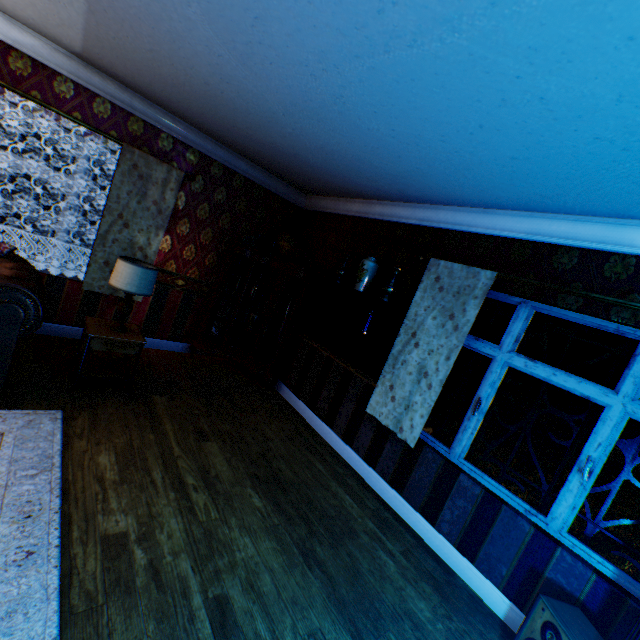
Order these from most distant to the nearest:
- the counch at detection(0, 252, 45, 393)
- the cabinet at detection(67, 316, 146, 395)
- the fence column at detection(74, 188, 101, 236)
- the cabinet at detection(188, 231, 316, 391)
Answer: the fence column at detection(74, 188, 101, 236), the cabinet at detection(188, 231, 316, 391), the cabinet at detection(67, 316, 146, 395), the counch at detection(0, 252, 45, 393)

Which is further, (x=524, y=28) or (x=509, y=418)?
(x=509, y=418)

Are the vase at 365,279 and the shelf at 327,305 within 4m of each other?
yes

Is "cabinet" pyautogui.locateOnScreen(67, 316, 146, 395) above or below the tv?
below

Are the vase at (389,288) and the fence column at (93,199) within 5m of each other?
no

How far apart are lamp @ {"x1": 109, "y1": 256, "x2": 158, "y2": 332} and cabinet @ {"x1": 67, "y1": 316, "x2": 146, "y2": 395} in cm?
49

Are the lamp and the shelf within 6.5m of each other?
yes

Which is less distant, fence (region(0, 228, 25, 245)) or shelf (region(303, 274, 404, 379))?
shelf (region(303, 274, 404, 379))
